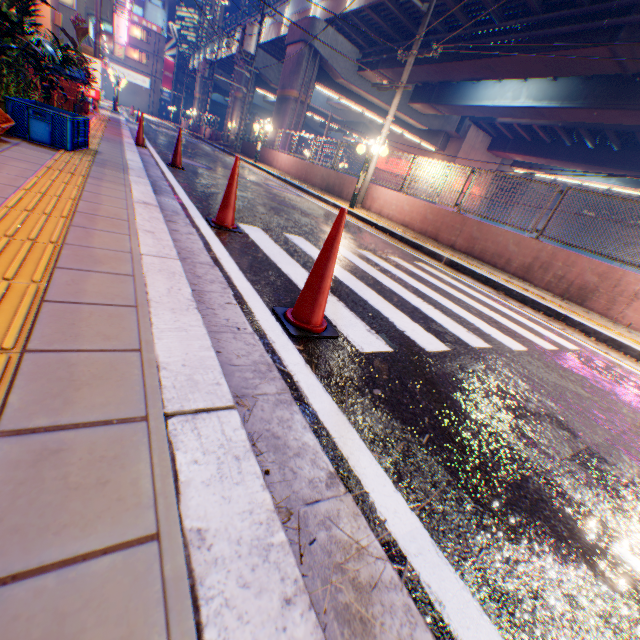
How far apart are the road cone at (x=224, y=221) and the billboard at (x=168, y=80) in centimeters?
6932cm

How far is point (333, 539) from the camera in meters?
1.0

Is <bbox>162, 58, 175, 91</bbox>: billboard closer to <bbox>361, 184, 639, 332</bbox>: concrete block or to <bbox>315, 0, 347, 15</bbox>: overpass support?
<bbox>315, 0, 347, 15</bbox>: overpass support

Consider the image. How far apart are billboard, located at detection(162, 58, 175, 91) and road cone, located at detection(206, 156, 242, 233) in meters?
69.3 m

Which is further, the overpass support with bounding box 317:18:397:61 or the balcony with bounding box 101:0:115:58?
the overpass support with bounding box 317:18:397:61

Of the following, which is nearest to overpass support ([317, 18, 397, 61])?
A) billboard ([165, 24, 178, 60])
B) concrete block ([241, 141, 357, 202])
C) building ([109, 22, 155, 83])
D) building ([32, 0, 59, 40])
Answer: concrete block ([241, 141, 357, 202])

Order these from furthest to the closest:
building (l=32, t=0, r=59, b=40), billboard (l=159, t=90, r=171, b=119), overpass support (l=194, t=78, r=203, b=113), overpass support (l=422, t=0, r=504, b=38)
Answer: billboard (l=159, t=90, r=171, b=119), overpass support (l=194, t=78, r=203, b=113), overpass support (l=422, t=0, r=504, b=38), building (l=32, t=0, r=59, b=40)

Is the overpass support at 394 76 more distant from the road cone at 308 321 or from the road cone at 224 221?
the road cone at 224 221
